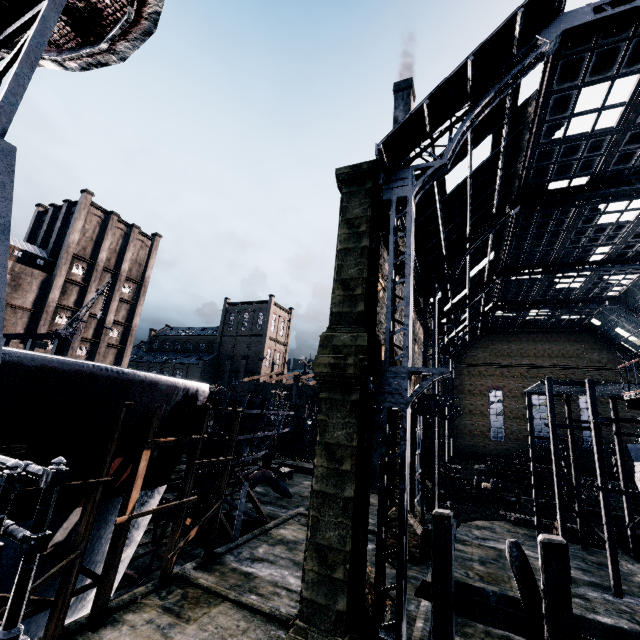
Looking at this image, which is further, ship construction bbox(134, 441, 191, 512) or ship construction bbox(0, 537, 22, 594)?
ship construction bbox(134, 441, 191, 512)

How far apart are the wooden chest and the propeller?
20.6m

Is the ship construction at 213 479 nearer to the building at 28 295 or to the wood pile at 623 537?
the wood pile at 623 537

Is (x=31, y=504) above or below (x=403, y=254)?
below

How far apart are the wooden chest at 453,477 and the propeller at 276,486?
20.58m

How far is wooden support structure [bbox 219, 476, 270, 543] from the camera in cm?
1886

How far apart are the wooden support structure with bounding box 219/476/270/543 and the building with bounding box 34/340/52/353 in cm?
4211

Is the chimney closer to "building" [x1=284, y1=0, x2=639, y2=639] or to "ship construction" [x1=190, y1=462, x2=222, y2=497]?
"ship construction" [x1=190, y1=462, x2=222, y2=497]
